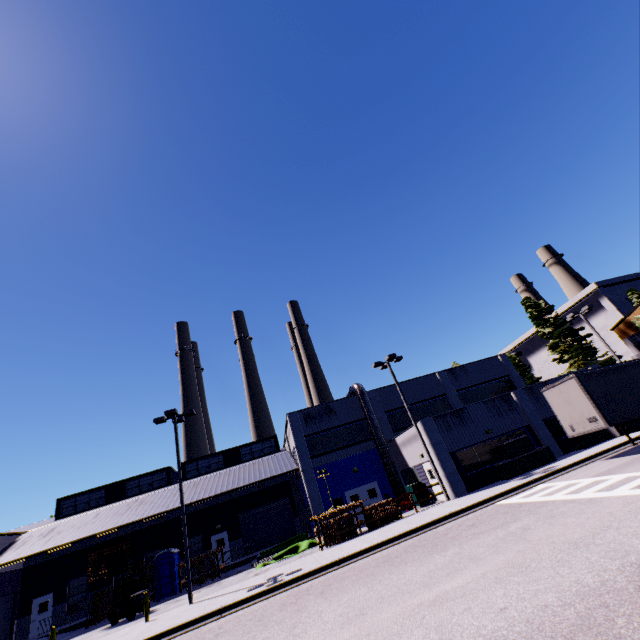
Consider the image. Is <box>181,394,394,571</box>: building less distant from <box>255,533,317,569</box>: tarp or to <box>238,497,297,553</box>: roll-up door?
<box>238,497,297,553</box>: roll-up door

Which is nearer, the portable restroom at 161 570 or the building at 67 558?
the portable restroom at 161 570

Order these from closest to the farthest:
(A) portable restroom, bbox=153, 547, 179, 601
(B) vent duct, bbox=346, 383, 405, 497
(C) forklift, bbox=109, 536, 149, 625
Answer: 1. (C) forklift, bbox=109, 536, 149, 625
2. (A) portable restroom, bbox=153, 547, 179, 601
3. (B) vent duct, bbox=346, 383, 405, 497

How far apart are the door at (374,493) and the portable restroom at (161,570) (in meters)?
13.72

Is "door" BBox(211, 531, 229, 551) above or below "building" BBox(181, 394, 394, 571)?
below

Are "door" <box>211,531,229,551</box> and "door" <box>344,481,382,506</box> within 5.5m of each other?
no

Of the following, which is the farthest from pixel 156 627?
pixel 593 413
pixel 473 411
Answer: pixel 593 413

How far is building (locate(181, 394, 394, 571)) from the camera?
27.1m
